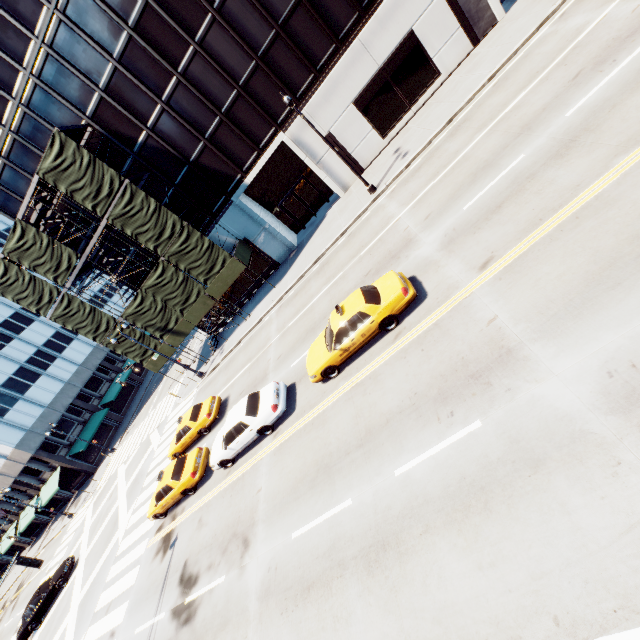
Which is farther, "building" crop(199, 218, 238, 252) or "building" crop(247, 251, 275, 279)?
"building" crop(247, 251, 275, 279)

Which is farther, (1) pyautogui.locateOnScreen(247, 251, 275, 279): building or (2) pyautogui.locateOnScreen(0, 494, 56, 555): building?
(2) pyautogui.locateOnScreen(0, 494, 56, 555): building

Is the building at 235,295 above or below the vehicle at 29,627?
above

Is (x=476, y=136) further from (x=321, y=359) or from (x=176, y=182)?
(x=176, y=182)

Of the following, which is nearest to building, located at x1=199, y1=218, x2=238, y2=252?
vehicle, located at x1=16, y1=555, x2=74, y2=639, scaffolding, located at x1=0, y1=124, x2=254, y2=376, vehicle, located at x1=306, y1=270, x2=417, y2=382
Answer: scaffolding, located at x1=0, y1=124, x2=254, y2=376

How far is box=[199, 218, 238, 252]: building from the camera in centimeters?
2530cm

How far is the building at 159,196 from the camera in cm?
2367
